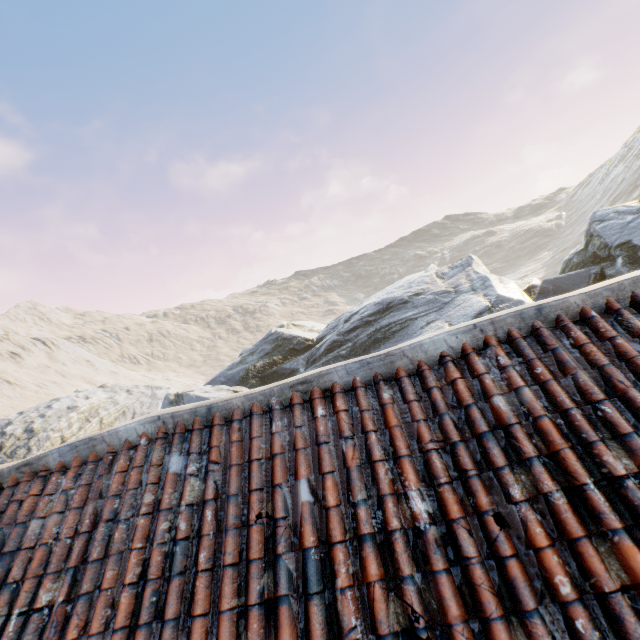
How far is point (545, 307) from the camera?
2.6m
